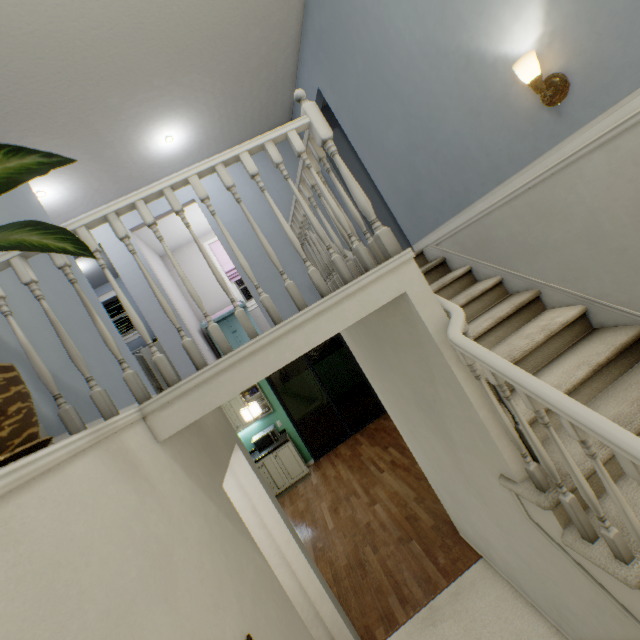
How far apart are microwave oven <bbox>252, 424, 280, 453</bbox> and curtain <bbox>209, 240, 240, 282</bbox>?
3.0 meters

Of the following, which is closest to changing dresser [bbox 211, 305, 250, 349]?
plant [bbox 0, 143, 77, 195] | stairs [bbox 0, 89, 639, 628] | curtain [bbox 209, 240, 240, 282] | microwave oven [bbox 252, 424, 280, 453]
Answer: curtain [bbox 209, 240, 240, 282]

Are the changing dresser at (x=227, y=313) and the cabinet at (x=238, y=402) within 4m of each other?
yes

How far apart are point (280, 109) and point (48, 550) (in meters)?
4.75

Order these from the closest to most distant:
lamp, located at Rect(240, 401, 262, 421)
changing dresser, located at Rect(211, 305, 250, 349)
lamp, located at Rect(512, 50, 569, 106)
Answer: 1. lamp, located at Rect(512, 50, 569, 106)
2. lamp, located at Rect(240, 401, 262, 421)
3. changing dresser, located at Rect(211, 305, 250, 349)

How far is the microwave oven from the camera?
6.26m

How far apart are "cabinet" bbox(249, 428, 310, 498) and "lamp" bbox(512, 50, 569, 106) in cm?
604

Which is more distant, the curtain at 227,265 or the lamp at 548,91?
the curtain at 227,265
